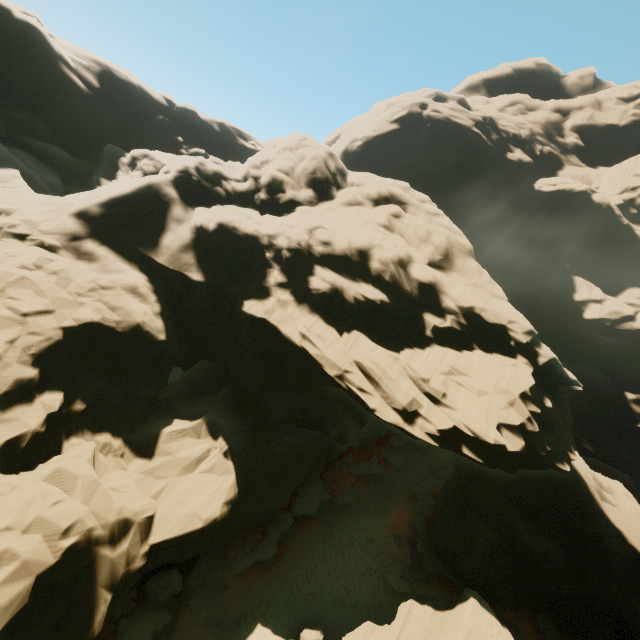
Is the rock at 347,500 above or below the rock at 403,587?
above

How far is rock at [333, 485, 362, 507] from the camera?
27.7 meters

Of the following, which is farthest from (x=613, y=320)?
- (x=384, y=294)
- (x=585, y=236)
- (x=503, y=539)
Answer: (x=384, y=294)

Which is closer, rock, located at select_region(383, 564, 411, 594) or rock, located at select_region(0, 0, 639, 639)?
rock, located at select_region(0, 0, 639, 639)

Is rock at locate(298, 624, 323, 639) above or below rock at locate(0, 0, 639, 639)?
below

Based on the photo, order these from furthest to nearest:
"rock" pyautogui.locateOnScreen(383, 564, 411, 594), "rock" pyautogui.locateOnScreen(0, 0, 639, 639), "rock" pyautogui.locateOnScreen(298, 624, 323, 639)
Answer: "rock" pyautogui.locateOnScreen(383, 564, 411, 594)
"rock" pyautogui.locateOnScreen(298, 624, 323, 639)
"rock" pyautogui.locateOnScreen(0, 0, 639, 639)

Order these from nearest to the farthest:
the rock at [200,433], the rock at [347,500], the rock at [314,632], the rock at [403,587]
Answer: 1. the rock at [200,433]
2. the rock at [314,632]
3. the rock at [403,587]
4. the rock at [347,500]
